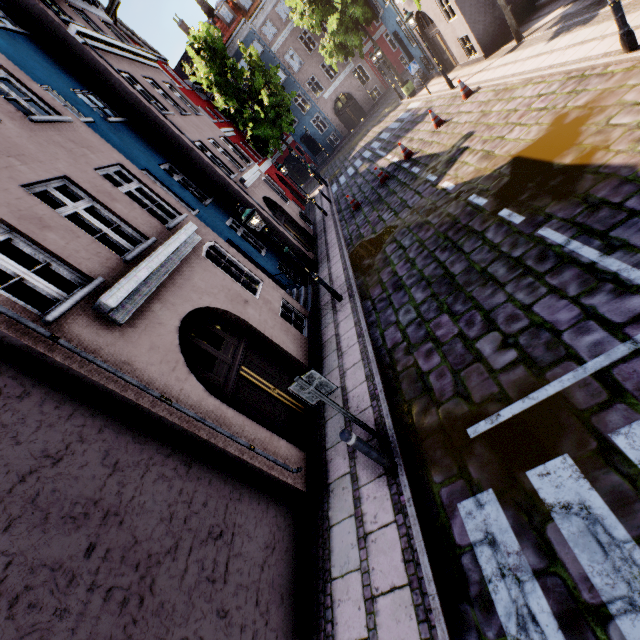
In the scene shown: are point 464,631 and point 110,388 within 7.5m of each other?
yes

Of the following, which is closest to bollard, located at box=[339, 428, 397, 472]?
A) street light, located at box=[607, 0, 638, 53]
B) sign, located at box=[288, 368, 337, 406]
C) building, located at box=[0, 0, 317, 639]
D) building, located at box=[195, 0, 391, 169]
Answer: sign, located at box=[288, 368, 337, 406]

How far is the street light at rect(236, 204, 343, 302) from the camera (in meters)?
8.18

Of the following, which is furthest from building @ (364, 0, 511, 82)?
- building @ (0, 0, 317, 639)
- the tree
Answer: building @ (0, 0, 317, 639)

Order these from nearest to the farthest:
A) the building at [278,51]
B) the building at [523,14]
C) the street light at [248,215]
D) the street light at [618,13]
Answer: the street light at [618,13] → the street light at [248,215] → the building at [523,14] → the building at [278,51]

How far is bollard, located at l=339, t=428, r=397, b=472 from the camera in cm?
423

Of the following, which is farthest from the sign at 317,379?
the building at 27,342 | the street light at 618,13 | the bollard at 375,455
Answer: the street light at 618,13

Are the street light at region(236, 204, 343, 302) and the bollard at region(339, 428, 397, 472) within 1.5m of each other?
no
